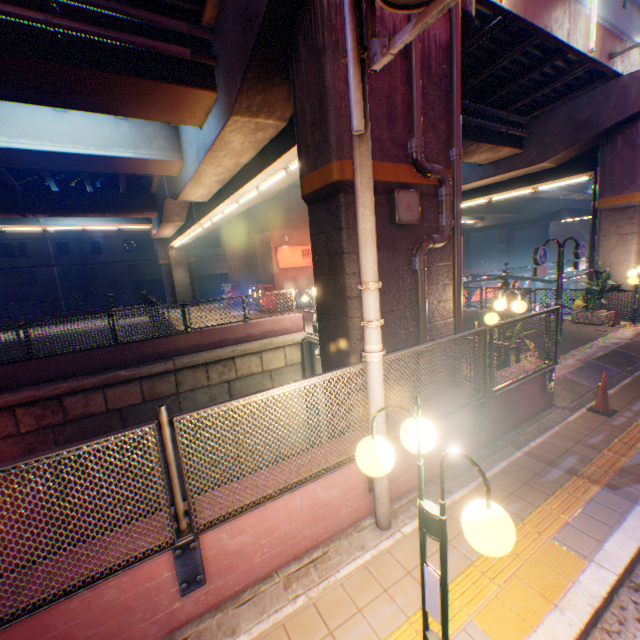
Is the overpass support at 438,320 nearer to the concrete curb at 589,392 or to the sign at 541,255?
the concrete curb at 589,392

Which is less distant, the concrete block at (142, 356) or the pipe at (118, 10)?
the pipe at (118, 10)

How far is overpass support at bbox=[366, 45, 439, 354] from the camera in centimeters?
552cm

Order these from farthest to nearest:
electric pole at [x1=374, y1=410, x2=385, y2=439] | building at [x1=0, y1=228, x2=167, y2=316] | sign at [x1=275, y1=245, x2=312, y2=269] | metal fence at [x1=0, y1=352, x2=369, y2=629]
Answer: building at [x1=0, y1=228, x2=167, y2=316]
sign at [x1=275, y1=245, x2=312, y2=269]
electric pole at [x1=374, y1=410, x2=385, y2=439]
metal fence at [x1=0, y1=352, x2=369, y2=629]

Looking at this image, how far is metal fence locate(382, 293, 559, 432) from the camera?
4.5 meters

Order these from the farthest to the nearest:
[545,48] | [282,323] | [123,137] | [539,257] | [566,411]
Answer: [282,323], [123,137], [545,48], [539,257], [566,411]

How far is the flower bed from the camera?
12.3 meters

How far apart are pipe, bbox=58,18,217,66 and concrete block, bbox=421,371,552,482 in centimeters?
873cm
